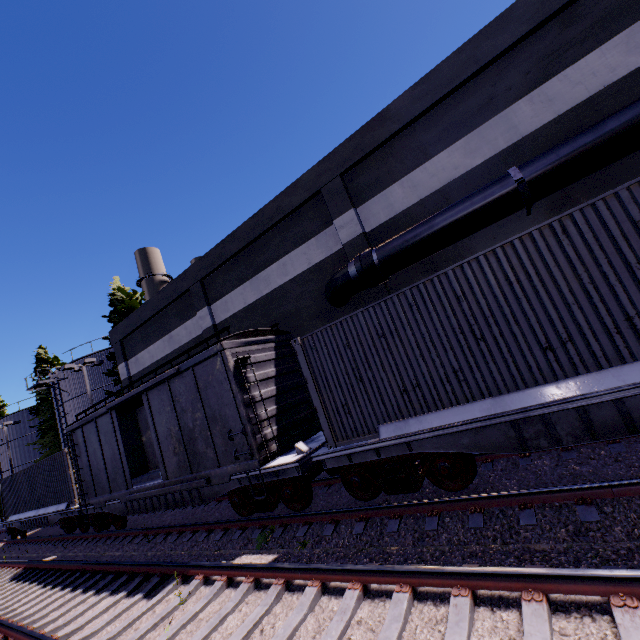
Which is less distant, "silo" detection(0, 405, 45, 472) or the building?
the building

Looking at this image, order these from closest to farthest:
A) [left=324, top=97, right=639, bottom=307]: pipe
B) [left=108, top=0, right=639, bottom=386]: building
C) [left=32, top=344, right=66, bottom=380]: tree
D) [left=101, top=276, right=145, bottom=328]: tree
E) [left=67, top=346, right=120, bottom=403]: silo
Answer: [left=324, top=97, right=639, bottom=307]: pipe < [left=108, top=0, right=639, bottom=386]: building < [left=101, top=276, right=145, bottom=328]: tree < [left=67, top=346, right=120, bottom=403]: silo < [left=32, top=344, right=66, bottom=380]: tree

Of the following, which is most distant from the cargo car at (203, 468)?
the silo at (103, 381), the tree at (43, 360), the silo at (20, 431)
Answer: the silo at (20, 431)

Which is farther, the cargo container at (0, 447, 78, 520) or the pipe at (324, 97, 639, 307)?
the cargo container at (0, 447, 78, 520)

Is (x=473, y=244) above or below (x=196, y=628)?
above

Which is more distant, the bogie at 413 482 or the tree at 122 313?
the tree at 122 313

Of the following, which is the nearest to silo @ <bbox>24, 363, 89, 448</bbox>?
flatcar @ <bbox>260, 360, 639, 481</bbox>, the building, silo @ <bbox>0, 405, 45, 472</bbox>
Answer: the building

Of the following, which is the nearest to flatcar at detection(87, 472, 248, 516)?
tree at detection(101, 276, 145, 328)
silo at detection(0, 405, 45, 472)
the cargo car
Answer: the cargo car
